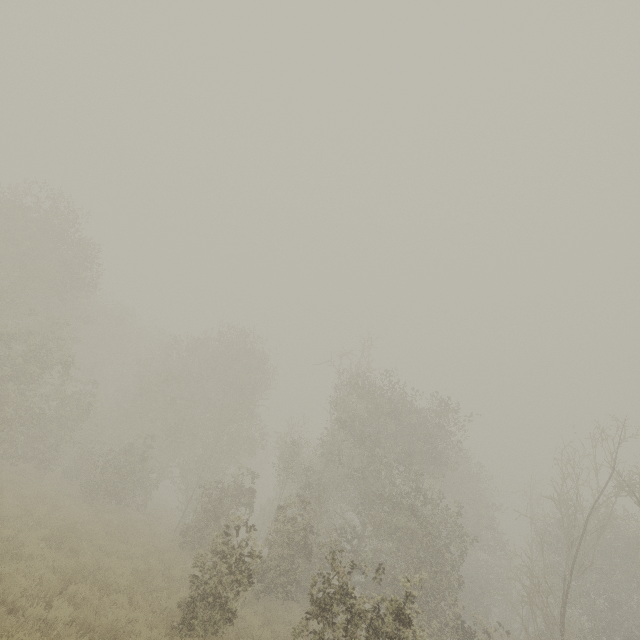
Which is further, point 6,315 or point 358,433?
point 358,433
